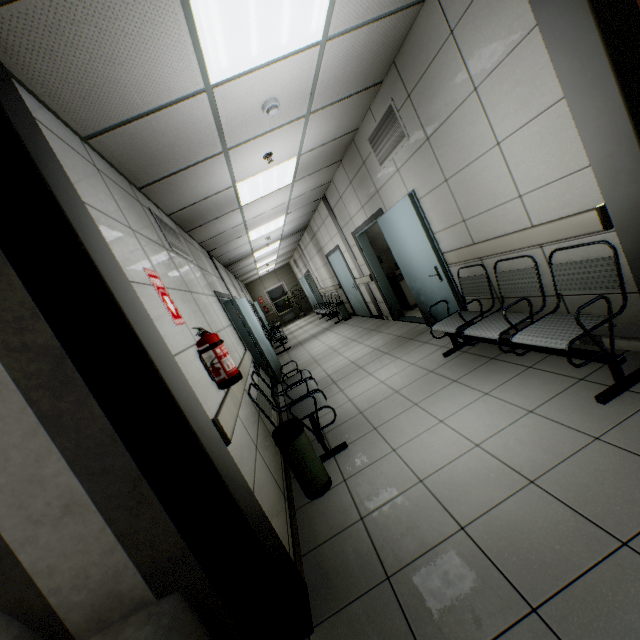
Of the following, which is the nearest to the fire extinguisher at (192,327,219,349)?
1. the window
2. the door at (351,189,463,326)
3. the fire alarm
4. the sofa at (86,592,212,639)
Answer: the sofa at (86,592,212,639)

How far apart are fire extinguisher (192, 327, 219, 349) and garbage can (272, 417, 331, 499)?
0.7 meters

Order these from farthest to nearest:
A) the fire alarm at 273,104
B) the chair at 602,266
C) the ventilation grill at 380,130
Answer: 1. the ventilation grill at 380,130
2. the fire alarm at 273,104
3. the chair at 602,266

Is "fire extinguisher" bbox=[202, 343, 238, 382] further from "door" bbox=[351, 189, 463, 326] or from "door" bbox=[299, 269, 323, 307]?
"door" bbox=[299, 269, 323, 307]

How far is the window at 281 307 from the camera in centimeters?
1955cm

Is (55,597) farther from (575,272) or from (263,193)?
(263,193)

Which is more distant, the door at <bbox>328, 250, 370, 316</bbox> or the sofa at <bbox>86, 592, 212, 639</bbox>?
the door at <bbox>328, 250, 370, 316</bbox>

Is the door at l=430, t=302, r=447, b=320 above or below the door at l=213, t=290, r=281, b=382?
below
